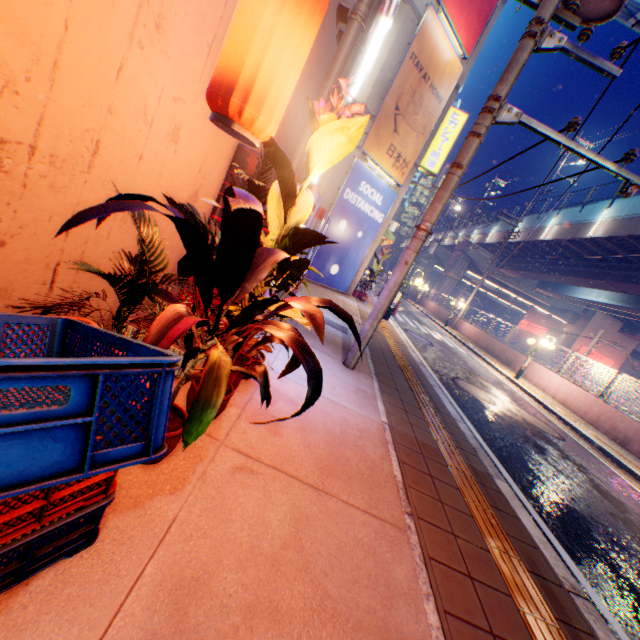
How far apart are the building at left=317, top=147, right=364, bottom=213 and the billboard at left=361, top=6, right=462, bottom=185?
0.1m

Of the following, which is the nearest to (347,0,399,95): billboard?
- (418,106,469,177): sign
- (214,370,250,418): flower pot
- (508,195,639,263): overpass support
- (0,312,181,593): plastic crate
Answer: (214,370,250,418): flower pot

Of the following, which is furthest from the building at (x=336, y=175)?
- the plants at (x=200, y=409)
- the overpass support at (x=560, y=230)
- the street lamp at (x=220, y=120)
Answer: the overpass support at (x=560, y=230)

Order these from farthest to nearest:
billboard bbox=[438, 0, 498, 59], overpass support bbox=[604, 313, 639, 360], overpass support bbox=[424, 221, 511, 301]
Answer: overpass support bbox=[604, 313, 639, 360] → overpass support bbox=[424, 221, 511, 301] → billboard bbox=[438, 0, 498, 59]

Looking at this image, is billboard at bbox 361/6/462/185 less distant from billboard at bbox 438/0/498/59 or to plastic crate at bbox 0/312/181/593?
billboard at bbox 438/0/498/59

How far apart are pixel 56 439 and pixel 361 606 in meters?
1.8

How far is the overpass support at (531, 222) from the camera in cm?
2731

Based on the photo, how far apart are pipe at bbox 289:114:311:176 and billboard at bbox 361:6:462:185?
6.3 meters
